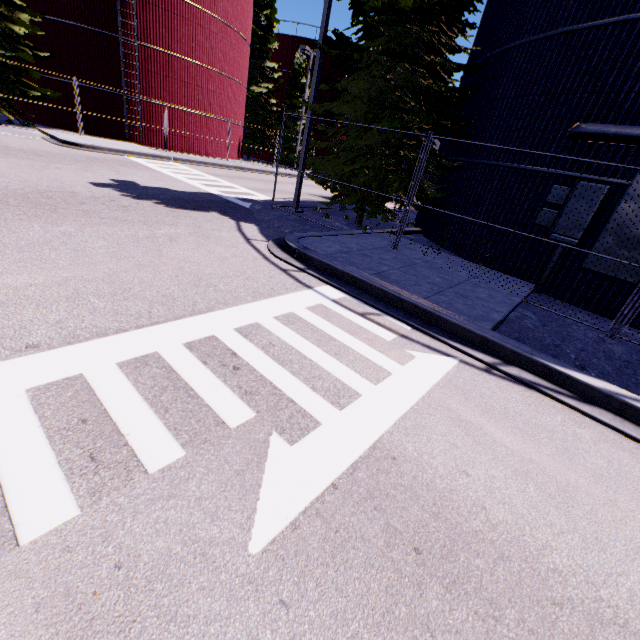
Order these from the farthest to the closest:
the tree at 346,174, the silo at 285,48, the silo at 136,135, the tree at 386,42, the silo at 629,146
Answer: the silo at 285,48
the silo at 136,135
the tree at 346,174
the tree at 386,42
the silo at 629,146

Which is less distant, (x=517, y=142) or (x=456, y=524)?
(x=456, y=524)

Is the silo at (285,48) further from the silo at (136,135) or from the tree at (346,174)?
the tree at (346,174)

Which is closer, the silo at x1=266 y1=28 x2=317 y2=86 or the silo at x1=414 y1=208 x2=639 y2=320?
the silo at x1=414 y1=208 x2=639 y2=320

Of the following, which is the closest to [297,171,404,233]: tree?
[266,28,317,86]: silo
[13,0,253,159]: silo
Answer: [13,0,253,159]: silo

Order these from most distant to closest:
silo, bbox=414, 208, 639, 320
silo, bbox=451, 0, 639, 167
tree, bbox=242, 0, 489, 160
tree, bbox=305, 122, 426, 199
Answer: tree, bbox=305, 122, 426, 199 < tree, bbox=242, 0, 489, 160 < silo, bbox=414, 208, 639, 320 < silo, bbox=451, 0, 639, 167

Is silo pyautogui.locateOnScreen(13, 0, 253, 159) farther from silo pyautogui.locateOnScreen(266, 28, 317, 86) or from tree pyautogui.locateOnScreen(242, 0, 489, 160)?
silo pyautogui.locateOnScreen(266, 28, 317, 86)
